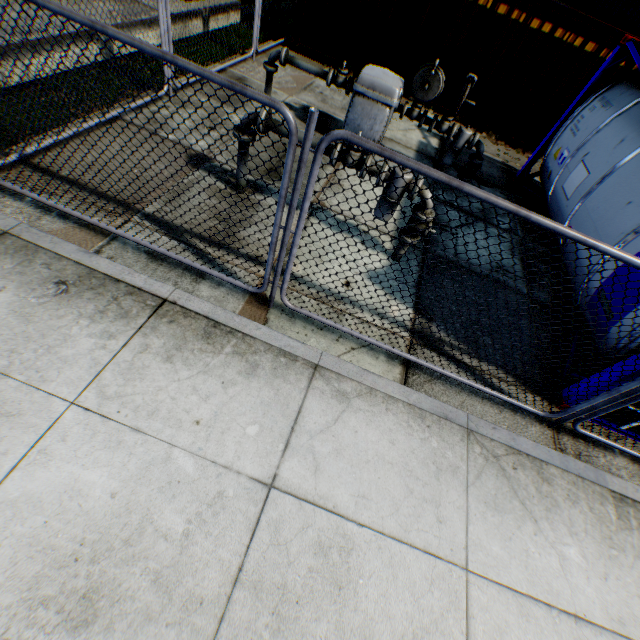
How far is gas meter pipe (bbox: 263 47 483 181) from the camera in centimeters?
609cm

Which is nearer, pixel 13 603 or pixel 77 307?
pixel 13 603

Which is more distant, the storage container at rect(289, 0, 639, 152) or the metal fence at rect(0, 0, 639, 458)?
the storage container at rect(289, 0, 639, 152)

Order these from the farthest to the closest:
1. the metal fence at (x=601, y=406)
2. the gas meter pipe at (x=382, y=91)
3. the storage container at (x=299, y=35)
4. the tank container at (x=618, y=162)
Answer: Result: the storage container at (x=299, y=35), the gas meter pipe at (x=382, y=91), the tank container at (x=618, y=162), the metal fence at (x=601, y=406)

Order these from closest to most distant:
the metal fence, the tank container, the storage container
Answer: the metal fence
the tank container
the storage container

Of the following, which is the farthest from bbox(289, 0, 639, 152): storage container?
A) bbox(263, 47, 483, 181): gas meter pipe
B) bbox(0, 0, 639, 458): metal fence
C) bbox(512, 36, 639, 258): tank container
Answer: bbox(263, 47, 483, 181): gas meter pipe

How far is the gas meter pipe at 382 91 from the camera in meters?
6.1 m

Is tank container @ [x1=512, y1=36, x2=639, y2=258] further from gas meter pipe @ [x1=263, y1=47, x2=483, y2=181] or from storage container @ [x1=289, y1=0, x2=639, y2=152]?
storage container @ [x1=289, y1=0, x2=639, y2=152]
